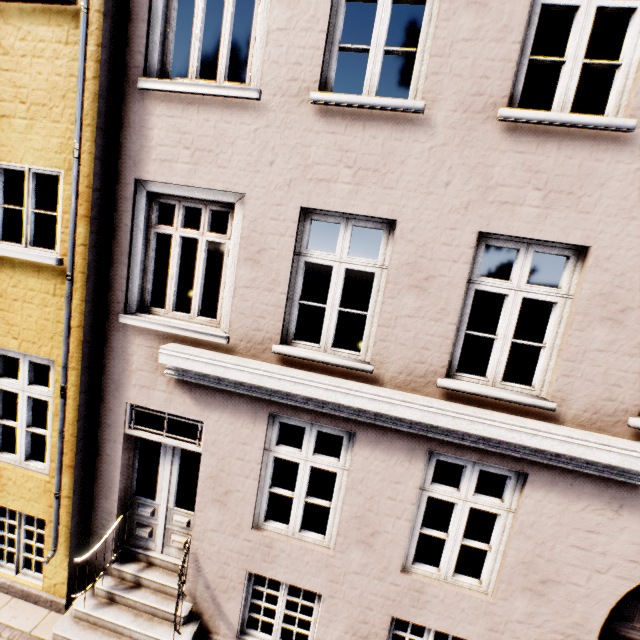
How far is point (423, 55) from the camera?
3.45m
